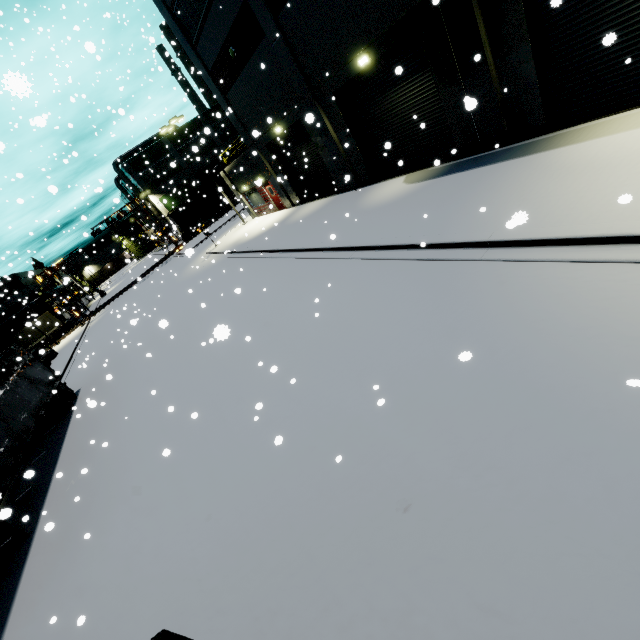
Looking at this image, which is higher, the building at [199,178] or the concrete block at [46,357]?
the building at [199,178]

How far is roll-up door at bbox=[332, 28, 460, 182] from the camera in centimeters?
1149cm

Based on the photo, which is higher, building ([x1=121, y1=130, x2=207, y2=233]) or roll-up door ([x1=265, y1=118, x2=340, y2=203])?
building ([x1=121, y1=130, x2=207, y2=233])

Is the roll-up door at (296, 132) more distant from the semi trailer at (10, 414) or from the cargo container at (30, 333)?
the cargo container at (30, 333)

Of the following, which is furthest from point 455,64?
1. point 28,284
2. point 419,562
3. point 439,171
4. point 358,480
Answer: point 28,284

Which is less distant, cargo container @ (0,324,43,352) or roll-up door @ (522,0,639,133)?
roll-up door @ (522,0,639,133)

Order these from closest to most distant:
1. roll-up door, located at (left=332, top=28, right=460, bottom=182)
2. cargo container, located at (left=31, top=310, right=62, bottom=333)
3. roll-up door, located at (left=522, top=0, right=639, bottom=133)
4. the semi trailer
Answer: roll-up door, located at (left=522, top=0, right=639, bottom=133), the semi trailer, roll-up door, located at (left=332, top=28, right=460, bottom=182), cargo container, located at (left=31, top=310, right=62, bottom=333)
